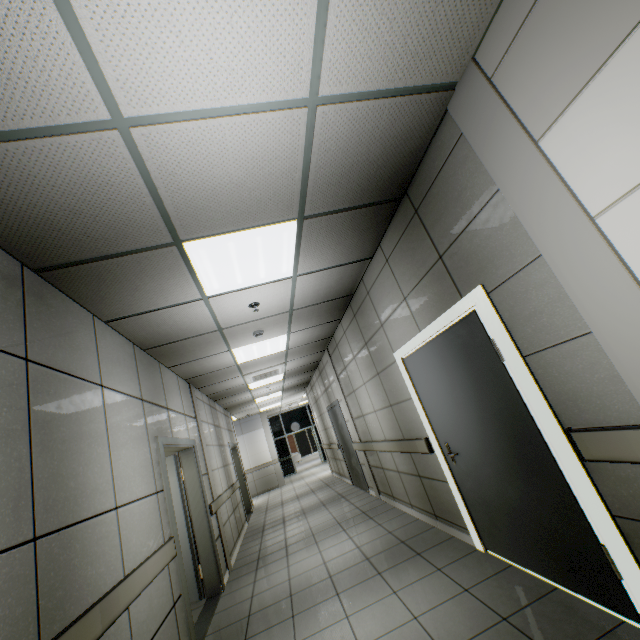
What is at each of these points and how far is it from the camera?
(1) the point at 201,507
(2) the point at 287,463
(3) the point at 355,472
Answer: (1) door, 4.93m
(2) doorway, 17.41m
(3) door, 8.08m

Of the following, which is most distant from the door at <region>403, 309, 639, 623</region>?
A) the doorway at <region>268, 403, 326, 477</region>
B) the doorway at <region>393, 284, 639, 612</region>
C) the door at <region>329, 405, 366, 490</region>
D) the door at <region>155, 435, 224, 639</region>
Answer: the doorway at <region>268, 403, 326, 477</region>

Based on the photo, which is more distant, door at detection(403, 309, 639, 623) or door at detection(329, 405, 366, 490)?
door at detection(329, 405, 366, 490)

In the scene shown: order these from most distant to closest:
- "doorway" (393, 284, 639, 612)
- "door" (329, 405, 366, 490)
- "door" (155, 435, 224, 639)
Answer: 1. "door" (329, 405, 366, 490)
2. "door" (155, 435, 224, 639)
3. "doorway" (393, 284, 639, 612)

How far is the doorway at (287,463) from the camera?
17.4m

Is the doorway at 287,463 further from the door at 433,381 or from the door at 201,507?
the door at 433,381

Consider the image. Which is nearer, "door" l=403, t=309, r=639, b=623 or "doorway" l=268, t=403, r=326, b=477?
"door" l=403, t=309, r=639, b=623

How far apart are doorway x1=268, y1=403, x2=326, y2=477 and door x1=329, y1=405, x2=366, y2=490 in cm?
953
